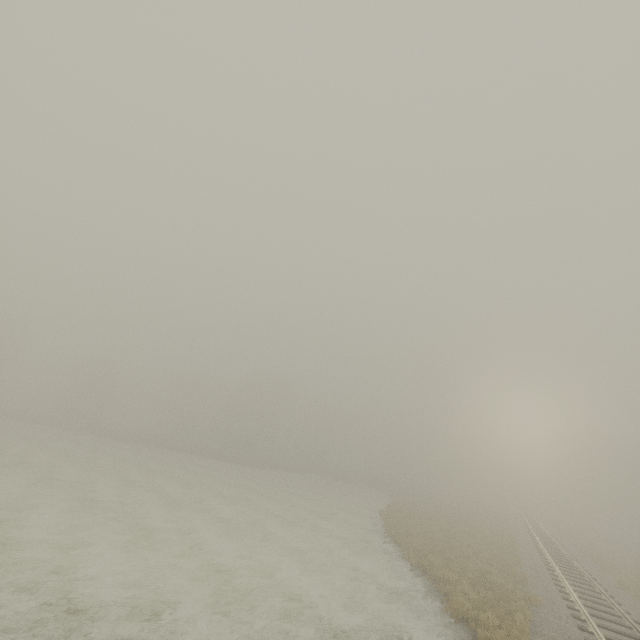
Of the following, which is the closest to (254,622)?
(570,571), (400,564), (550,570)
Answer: (400,564)
